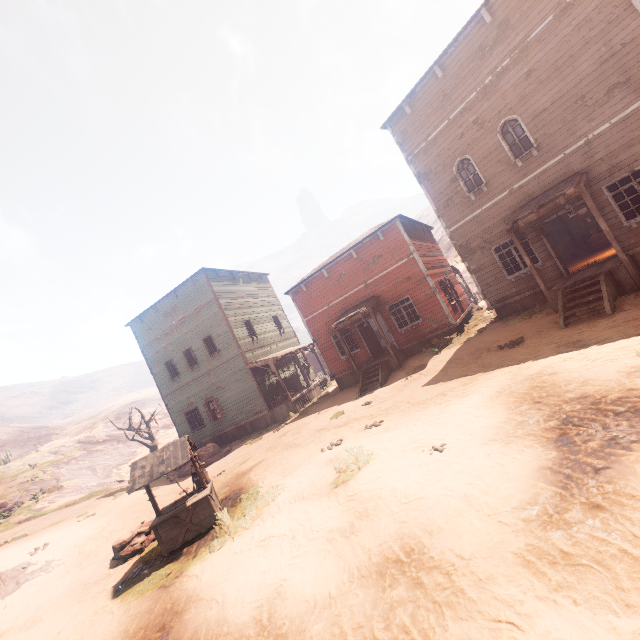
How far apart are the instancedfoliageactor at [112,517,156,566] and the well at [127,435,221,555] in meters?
0.7

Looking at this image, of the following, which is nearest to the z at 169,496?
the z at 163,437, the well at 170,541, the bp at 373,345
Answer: the well at 170,541

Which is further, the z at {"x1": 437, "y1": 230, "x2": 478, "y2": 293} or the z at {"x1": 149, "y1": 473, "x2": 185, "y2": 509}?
the z at {"x1": 437, "y1": 230, "x2": 478, "y2": 293}

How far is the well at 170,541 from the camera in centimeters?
789cm

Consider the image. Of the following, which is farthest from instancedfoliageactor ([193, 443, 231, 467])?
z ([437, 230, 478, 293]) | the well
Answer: the well

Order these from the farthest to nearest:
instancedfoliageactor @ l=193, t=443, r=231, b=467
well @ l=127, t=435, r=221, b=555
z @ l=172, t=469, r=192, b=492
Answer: instancedfoliageactor @ l=193, t=443, r=231, b=467 → z @ l=172, t=469, r=192, b=492 → well @ l=127, t=435, r=221, b=555

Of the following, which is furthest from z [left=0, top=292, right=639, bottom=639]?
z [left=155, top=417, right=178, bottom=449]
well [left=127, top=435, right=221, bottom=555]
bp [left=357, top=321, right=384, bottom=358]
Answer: z [left=155, top=417, right=178, bottom=449]

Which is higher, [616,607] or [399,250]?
[399,250]
